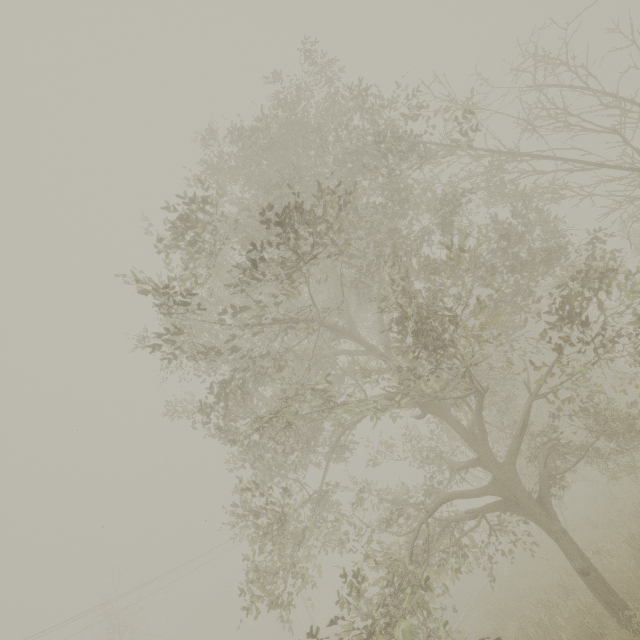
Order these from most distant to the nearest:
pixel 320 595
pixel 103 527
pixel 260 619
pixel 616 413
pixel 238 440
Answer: pixel 260 619 < pixel 320 595 < pixel 616 413 < pixel 103 527 < pixel 238 440
